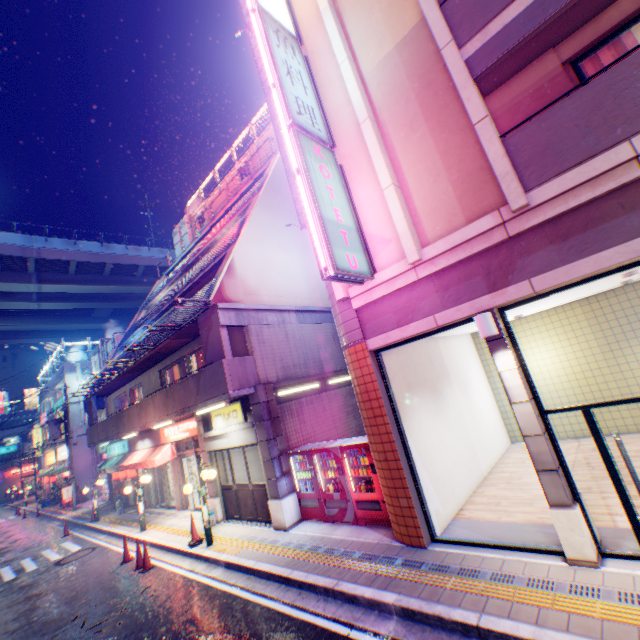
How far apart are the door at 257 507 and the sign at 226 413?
0.74m

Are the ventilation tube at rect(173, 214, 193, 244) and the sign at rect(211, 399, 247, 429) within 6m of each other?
no

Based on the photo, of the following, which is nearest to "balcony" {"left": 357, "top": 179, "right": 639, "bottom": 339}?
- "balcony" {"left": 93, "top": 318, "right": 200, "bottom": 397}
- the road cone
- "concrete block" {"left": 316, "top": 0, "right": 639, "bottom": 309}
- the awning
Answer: "concrete block" {"left": 316, "top": 0, "right": 639, "bottom": 309}

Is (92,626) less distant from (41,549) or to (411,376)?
(411,376)

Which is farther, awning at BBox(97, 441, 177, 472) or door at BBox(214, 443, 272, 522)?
awning at BBox(97, 441, 177, 472)

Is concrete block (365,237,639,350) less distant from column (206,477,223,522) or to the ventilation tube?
column (206,477,223,522)

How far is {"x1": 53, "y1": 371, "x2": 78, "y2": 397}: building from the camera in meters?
30.6

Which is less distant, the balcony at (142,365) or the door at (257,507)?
the door at (257,507)
